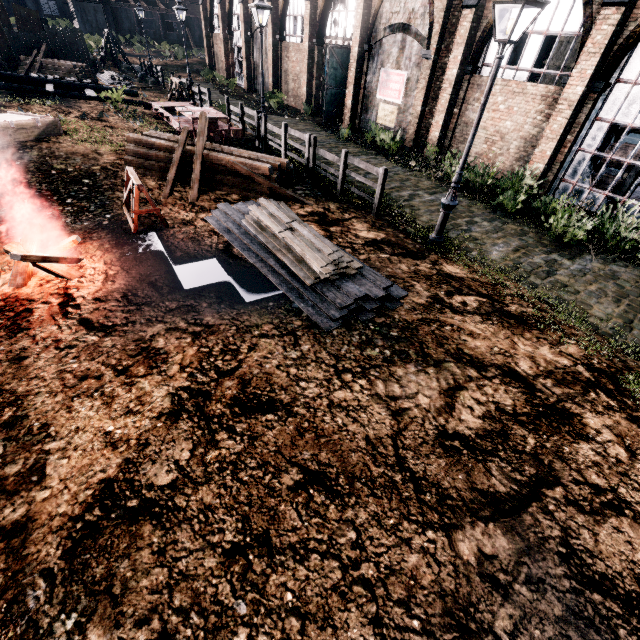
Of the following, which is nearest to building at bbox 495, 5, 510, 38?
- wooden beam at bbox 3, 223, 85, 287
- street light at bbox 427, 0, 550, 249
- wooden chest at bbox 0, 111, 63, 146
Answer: street light at bbox 427, 0, 550, 249

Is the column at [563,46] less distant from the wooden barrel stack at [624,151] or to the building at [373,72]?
the building at [373,72]

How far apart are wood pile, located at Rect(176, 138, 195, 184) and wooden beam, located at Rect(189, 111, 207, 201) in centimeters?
1cm

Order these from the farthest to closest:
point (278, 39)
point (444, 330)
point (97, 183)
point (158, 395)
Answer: point (278, 39)
point (97, 183)
point (444, 330)
point (158, 395)

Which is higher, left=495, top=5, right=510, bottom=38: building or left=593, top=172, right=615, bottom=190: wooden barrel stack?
left=495, top=5, right=510, bottom=38: building

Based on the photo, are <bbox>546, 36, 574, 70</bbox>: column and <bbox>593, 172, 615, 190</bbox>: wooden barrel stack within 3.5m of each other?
no

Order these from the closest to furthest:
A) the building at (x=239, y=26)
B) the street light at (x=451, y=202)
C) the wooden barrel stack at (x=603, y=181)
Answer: the street light at (x=451, y=202)
the wooden barrel stack at (x=603, y=181)
the building at (x=239, y=26)

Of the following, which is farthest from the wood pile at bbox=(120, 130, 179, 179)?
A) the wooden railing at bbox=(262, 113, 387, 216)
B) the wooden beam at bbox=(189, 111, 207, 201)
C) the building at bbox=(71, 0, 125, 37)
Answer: the building at bbox=(71, 0, 125, 37)
